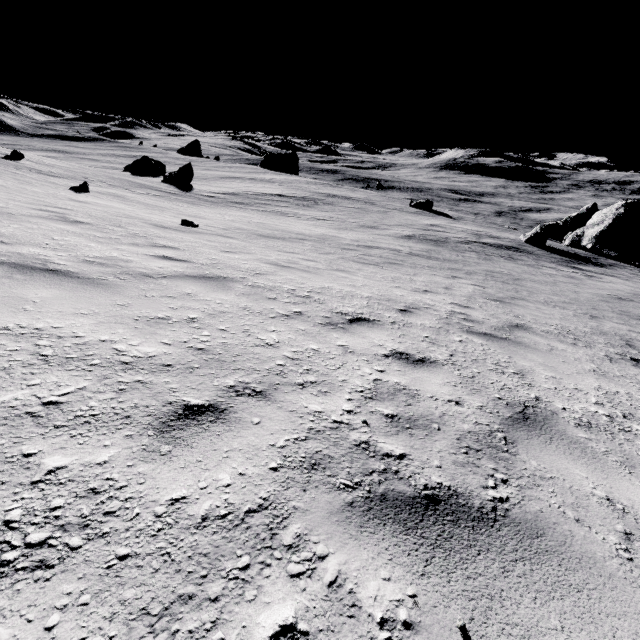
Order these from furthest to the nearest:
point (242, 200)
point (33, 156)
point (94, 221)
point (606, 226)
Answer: point (606, 226) → point (242, 200) → point (33, 156) → point (94, 221)
